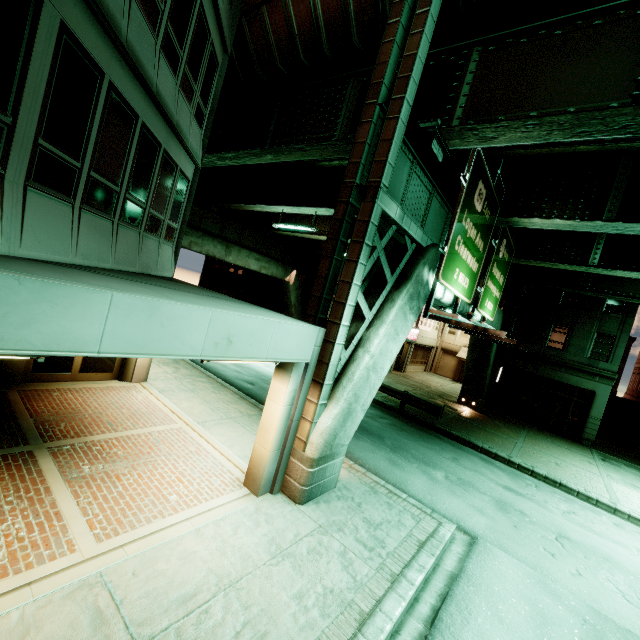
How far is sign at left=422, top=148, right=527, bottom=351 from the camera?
8.7 meters

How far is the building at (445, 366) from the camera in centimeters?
3064cm

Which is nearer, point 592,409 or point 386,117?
point 386,117

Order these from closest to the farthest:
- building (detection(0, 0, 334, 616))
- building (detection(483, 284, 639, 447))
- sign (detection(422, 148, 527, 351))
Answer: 1. building (detection(0, 0, 334, 616))
2. sign (detection(422, 148, 527, 351))
3. building (detection(483, 284, 639, 447))

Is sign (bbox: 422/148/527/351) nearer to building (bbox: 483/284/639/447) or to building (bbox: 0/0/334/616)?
building (bbox: 0/0/334/616)

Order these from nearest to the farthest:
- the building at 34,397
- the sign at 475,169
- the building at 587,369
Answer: the building at 34,397 < the sign at 475,169 < the building at 587,369

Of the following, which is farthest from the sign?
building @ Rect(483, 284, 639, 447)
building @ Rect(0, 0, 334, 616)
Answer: building @ Rect(483, 284, 639, 447)

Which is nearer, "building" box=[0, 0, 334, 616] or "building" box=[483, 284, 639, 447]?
"building" box=[0, 0, 334, 616]
